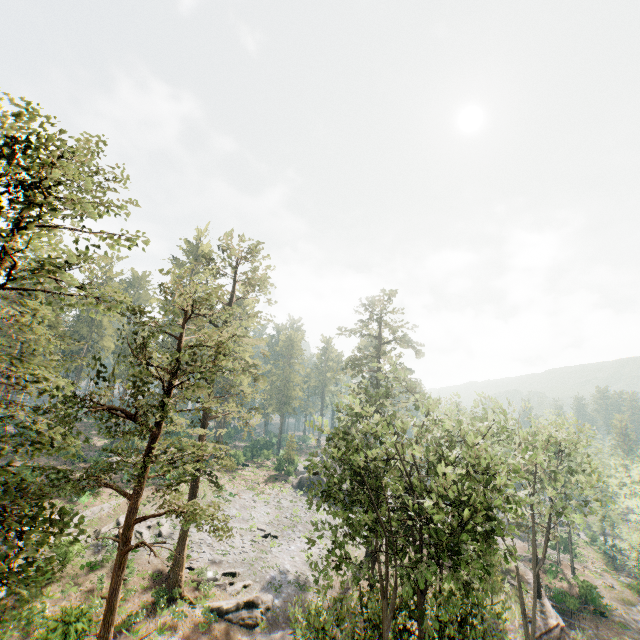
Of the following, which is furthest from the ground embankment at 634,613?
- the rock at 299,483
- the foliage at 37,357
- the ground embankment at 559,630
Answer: the rock at 299,483

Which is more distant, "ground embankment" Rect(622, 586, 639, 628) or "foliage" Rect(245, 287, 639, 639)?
"ground embankment" Rect(622, 586, 639, 628)

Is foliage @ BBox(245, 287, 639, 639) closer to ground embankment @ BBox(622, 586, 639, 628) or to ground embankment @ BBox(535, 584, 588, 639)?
ground embankment @ BBox(622, 586, 639, 628)

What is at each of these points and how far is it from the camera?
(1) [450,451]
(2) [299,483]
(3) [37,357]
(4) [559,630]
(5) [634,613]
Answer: (1) foliage, 15.7m
(2) rock, 48.0m
(3) foliage, 38.4m
(4) ground embankment, 27.7m
(5) ground embankment, 35.6m

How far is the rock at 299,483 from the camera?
47.5m

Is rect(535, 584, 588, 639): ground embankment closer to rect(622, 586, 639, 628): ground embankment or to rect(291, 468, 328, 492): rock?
rect(622, 586, 639, 628): ground embankment

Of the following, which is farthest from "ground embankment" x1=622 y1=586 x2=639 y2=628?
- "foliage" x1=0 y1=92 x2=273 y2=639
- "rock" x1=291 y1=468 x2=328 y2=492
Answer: "rock" x1=291 y1=468 x2=328 y2=492
